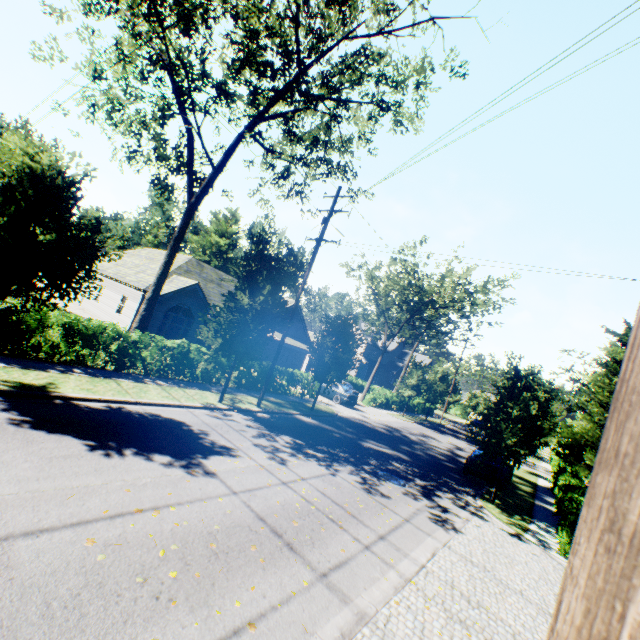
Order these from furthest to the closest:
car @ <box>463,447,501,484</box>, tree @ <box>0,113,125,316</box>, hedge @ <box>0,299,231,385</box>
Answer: car @ <box>463,447,501,484</box>
hedge @ <box>0,299,231,385</box>
tree @ <box>0,113,125,316</box>

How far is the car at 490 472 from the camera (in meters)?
16.55

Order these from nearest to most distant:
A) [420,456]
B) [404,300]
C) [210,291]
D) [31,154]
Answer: [31,154]
[420,456]
[210,291]
[404,300]

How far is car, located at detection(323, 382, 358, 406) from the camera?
26.2m

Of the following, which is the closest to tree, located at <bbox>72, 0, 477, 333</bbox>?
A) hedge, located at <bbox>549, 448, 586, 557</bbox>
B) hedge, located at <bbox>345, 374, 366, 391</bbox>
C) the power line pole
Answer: the power line pole

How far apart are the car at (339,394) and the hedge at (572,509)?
13.7m

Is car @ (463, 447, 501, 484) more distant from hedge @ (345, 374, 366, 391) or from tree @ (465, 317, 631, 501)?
hedge @ (345, 374, 366, 391)

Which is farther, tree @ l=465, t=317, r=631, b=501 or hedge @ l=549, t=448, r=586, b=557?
tree @ l=465, t=317, r=631, b=501
